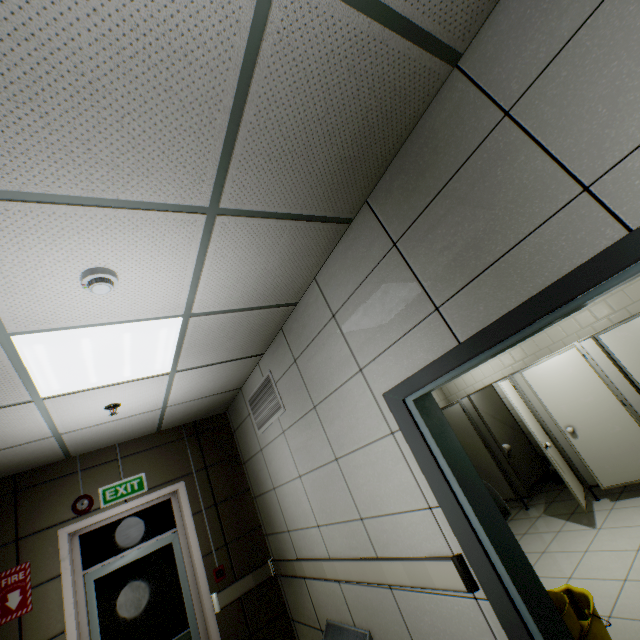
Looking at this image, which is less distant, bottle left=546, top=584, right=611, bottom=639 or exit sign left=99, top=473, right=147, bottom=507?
bottle left=546, top=584, right=611, bottom=639

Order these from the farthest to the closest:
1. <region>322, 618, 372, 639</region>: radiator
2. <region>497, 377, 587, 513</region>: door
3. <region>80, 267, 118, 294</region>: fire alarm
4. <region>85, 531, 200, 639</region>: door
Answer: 1. <region>497, 377, 587, 513</region>: door
2. <region>85, 531, 200, 639</region>: door
3. <region>322, 618, 372, 639</region>: radiator
4. <region>80, 267, 118, 294</region>: fire alarm

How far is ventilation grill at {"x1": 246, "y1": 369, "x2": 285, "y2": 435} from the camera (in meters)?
3.57

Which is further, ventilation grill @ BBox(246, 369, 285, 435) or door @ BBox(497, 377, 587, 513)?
door @ BBox(497, 377, 587, 513)

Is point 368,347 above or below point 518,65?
below

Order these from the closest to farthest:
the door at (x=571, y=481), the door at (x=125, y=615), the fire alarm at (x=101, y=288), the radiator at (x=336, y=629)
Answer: the fire alarm at (x=101, y=288) → the radiator at (x=336, y=629) → the door at (x=125, y=615) → the door at (x=571, y=481)

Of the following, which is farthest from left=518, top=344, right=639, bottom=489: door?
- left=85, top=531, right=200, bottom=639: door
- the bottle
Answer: left=85, top=531, right=200, bottom=639: door

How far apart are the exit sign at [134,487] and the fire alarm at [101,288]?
3.4m
